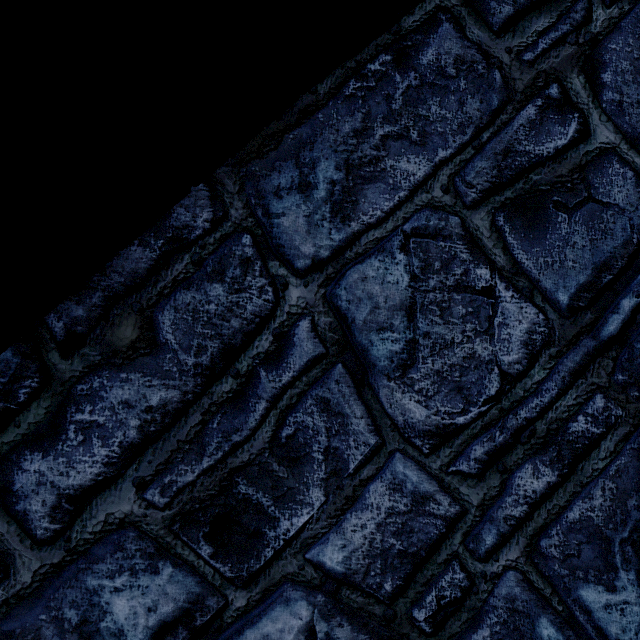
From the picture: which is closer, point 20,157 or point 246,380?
point 20,157
